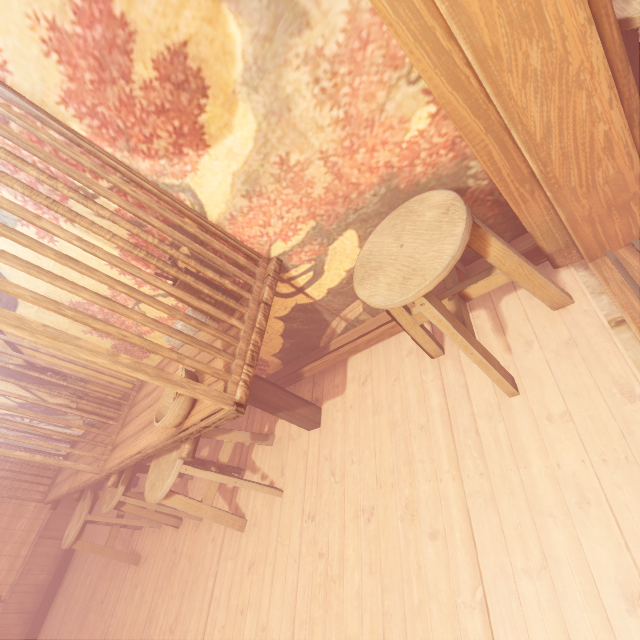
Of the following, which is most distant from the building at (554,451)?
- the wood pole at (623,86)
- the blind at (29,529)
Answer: the wood pole at (623,86)

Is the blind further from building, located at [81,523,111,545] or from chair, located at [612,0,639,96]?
chair, located at [612,0,639,96]

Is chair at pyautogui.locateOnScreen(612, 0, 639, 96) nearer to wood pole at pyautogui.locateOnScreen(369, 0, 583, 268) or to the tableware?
wood pole at pyautogui.locateOnScreen(369, 0, 583, 268)

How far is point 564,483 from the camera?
2.0m

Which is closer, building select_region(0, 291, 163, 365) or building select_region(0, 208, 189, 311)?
building select_region(0, 208, 189, 311)

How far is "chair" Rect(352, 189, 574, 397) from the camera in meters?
1.9 m

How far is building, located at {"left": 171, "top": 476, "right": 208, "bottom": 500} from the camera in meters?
5.4 m
